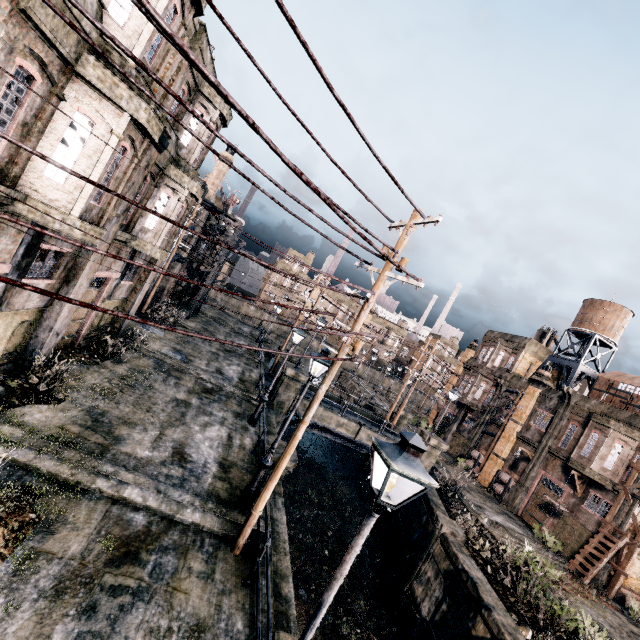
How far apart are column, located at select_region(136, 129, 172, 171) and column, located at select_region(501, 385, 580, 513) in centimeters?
3462cm

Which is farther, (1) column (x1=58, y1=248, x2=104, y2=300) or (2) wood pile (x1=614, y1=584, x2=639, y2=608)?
(2) wood pile (x1=614, y1=584, x2=639, y2=608)

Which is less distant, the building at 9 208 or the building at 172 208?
the building at 9 208

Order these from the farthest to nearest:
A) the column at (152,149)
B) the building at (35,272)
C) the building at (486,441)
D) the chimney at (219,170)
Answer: the building at (486,441) < the chimney at (219,170) < the column at (152,149) < the building at (35,272)

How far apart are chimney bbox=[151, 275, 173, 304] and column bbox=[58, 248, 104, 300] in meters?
19.4

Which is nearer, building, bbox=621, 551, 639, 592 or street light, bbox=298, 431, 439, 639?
street light, bbox=298, 431, 439, 639

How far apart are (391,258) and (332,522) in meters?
20.3 m
